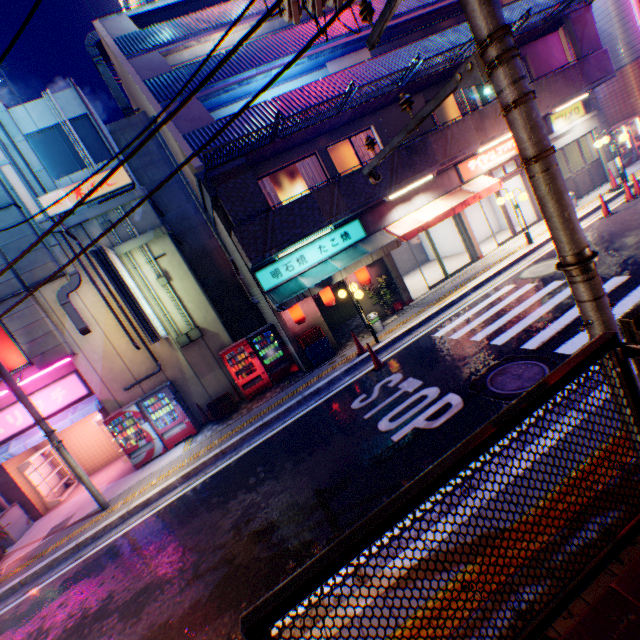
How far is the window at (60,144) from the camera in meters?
10.8 m

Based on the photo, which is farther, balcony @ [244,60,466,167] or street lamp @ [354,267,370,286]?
street lamp @ [354,267,370,286]

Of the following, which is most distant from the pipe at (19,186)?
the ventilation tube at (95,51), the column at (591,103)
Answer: the column at (591,103)

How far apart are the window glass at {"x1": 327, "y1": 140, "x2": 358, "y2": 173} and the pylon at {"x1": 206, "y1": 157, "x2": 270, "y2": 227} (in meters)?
3.26

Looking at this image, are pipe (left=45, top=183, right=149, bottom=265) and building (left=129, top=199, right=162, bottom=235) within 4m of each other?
yes

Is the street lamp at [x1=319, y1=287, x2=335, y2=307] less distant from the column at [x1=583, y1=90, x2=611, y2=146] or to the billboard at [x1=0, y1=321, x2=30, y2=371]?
the billboard at [x1=0, y1=321, x2=30, y2=371]

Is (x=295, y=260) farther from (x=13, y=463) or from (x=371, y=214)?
(x=13, y=463)

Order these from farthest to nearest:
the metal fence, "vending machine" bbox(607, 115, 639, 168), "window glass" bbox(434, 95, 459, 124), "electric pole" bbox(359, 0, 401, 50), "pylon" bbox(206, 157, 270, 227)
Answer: "vending machine" bbox(607, 115, 639, 168) → "window glass" bbox(434, 95, 459, 124) → "pylon" bbox(206, 157, 270, 227) → "electric pole" bbox(359, 0, 401, 50) → the metal fence
